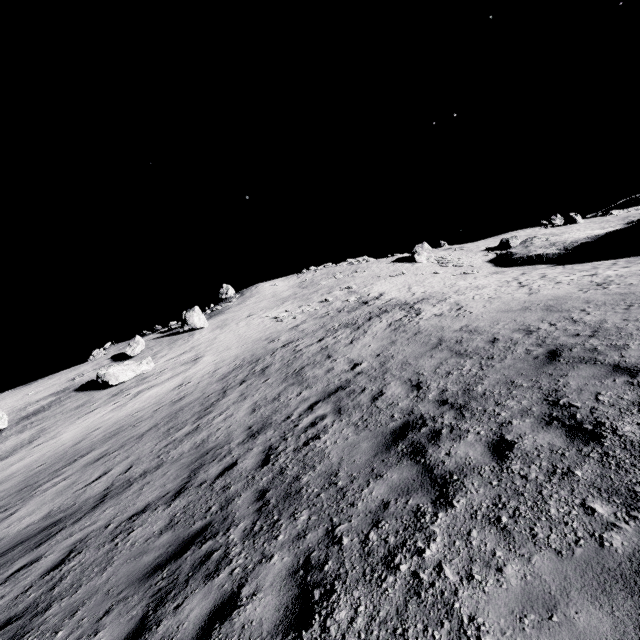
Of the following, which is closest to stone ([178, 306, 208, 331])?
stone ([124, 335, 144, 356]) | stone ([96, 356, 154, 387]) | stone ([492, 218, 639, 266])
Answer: stone ([124, 335, 144, 356])

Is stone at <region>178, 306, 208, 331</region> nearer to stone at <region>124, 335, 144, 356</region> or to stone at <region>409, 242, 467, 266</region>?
stone at <region>124, 335, 144, 356</region>

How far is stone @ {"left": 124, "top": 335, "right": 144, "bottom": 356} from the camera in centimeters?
2897cm

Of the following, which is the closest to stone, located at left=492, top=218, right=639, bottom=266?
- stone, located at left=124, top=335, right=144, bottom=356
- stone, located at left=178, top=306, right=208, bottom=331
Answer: stone, located at left=178, top=306, right=208, bottom=331

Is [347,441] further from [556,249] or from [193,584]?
[556,249]

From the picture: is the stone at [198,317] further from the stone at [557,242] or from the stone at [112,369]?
the stone at [557,242]

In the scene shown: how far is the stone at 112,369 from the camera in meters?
22.5 m

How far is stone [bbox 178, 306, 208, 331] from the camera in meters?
33.6
